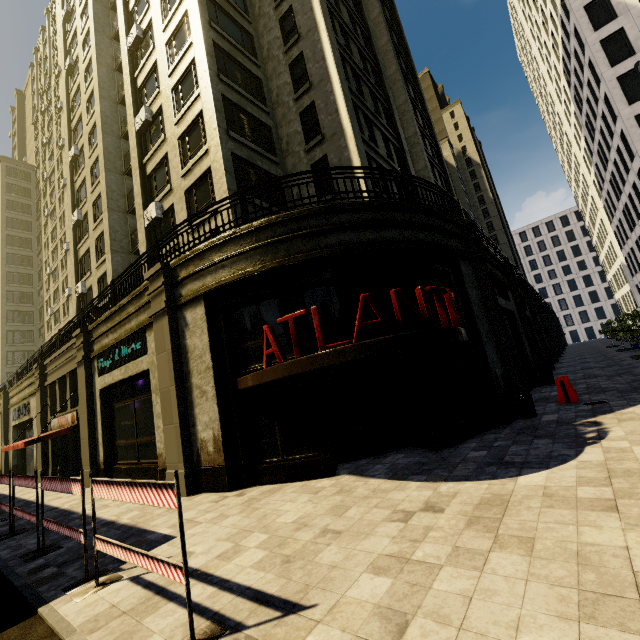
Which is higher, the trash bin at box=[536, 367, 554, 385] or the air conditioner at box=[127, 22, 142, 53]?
the air conditioner at box=[127, 22, 142, 53]

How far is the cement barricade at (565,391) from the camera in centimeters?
1083cm

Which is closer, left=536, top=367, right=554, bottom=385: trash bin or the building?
the building

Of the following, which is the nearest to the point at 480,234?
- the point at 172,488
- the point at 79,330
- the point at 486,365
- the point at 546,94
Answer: the point at 486,365

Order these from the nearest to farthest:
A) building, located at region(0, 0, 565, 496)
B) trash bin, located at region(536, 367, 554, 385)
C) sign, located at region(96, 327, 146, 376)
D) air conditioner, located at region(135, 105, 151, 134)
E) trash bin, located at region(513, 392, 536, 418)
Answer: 1. building, located at region(0, 0, 565, 496)
2. trash bin, located at region(513, 392, 536, 418)
3. sign, located at region(96, 327, 146, 376)
4. trash bin, located at region(536, 367, 554, 385)
5. air conditioner, located at region(135, 105, 151, 134)

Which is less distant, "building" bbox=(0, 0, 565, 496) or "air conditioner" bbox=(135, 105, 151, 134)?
"building" bbox=(0, 0, 565, 496)

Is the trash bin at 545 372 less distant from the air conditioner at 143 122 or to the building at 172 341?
the building at 172 341

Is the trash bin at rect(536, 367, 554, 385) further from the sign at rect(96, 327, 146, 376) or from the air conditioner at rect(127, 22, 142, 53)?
the air conditioner at rect(127, 22, 142, 53)
